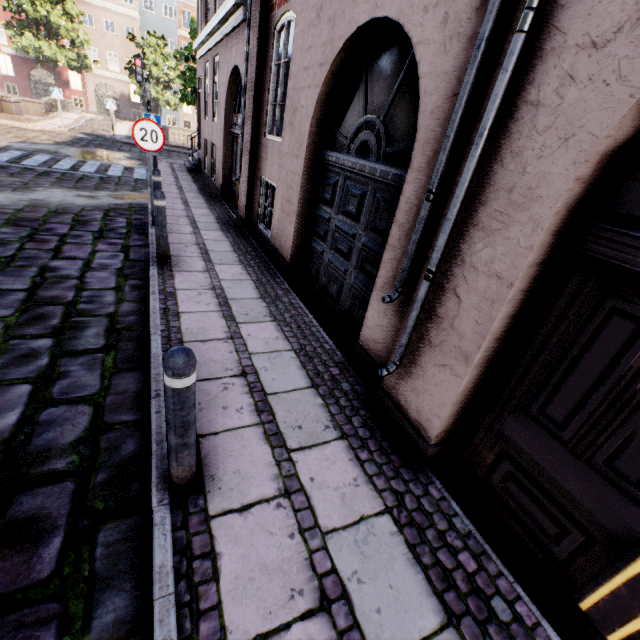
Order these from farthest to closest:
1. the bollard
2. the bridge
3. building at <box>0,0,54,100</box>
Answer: building at <box>0,0,54,100</box>, the bridge, the bollard

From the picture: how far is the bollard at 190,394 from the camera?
1.7 meters

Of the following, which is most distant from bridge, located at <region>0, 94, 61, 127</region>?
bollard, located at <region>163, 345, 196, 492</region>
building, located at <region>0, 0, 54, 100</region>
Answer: bollard, located at <region>163, 345, 196, 492</region>

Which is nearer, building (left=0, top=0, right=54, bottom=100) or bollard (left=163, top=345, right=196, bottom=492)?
bollard (left=163, top=345, right=196, bottom=492)

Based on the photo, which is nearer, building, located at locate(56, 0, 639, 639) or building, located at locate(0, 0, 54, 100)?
building, located at locate(56, 0, 639, 639)

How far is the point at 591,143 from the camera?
1.6m

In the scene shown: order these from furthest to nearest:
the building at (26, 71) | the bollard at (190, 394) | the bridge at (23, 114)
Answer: the building at (26, 71) < the bridge at (23, 114) < the bollard at (190, 394)
